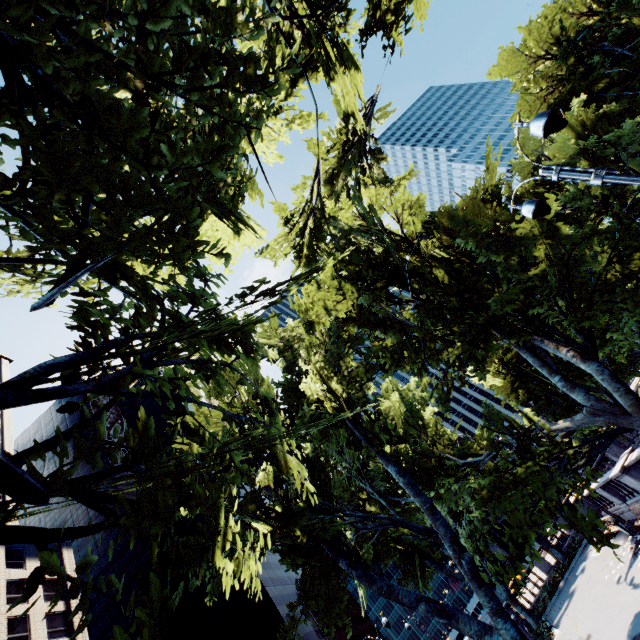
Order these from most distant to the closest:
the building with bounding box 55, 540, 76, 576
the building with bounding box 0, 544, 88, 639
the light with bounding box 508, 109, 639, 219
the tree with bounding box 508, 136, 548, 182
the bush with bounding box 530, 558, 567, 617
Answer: the building with bounding box 55, 540, 76, 576 → the building with bounding box 0, 544, 88, 639 → the tree with bounding box 508, 136, 548, 182 → the bush with bounding box 530, 558, 567, 617 → the light with bounding box 508, 109, 639, 219

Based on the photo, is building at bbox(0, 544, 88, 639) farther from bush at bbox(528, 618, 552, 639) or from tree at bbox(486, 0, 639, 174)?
bush at bbox(528, 618, 552, 639)

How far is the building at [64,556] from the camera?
41.00m

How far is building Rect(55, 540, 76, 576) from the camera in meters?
41.0

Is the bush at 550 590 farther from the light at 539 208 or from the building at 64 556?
the building at 64 556

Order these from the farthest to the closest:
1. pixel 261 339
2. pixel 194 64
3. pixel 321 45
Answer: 1. pixel 261 339
2. pixel 321 45
3. pixel 194 64

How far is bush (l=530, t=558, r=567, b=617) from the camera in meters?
25.1

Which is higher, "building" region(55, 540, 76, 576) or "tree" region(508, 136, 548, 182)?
"building" region(55, 540, 76, 576)
